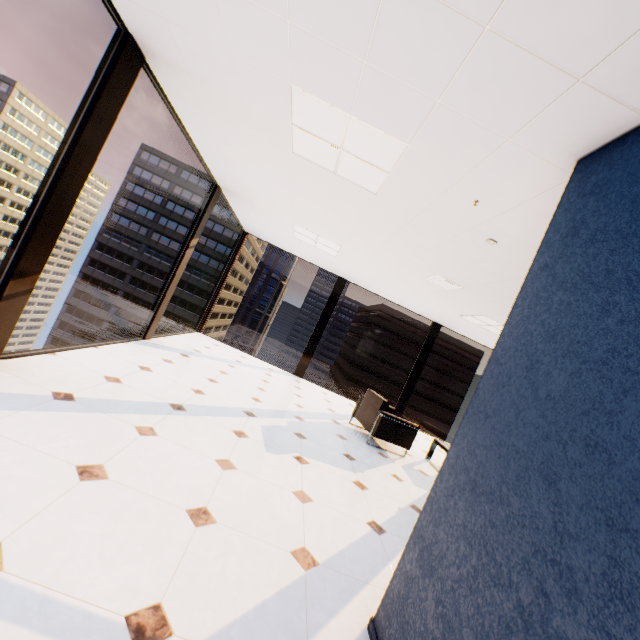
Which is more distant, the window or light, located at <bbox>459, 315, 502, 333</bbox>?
light, located at <bbox>459, 315, 502, 333</bbox>

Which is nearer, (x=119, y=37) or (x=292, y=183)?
(x=119, y=37)

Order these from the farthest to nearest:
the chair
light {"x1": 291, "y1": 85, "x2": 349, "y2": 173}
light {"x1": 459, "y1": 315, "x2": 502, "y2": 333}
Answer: light {"x1": 459, "y1": 315, "x2": 502, "y2": 333} < the chair < light {"x1": 291, "y1": 85, "x2": 349, "y2": 173}

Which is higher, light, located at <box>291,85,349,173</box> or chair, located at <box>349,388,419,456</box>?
light, located at <box>291,85,349,173</box>

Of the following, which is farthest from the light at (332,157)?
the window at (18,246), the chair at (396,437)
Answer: the chair at (396,437)

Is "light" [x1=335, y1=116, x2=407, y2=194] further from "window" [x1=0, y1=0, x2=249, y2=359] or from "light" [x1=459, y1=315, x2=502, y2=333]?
"light" [x1=459, y1=315, x2=502, y2=333]

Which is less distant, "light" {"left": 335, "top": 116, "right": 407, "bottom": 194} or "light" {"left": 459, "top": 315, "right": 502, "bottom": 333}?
"light" {"left": 335, "top": 116, "right": 407, "bottom": 194}

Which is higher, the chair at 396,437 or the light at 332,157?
the light at 332,157
